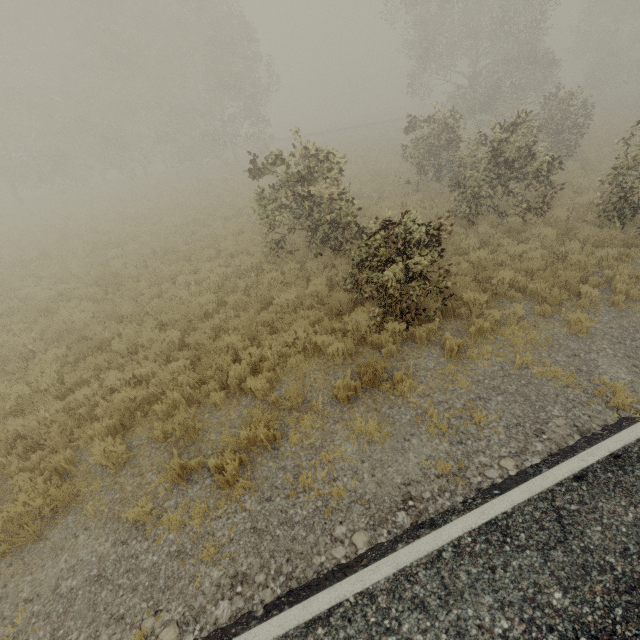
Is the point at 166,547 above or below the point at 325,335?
below
